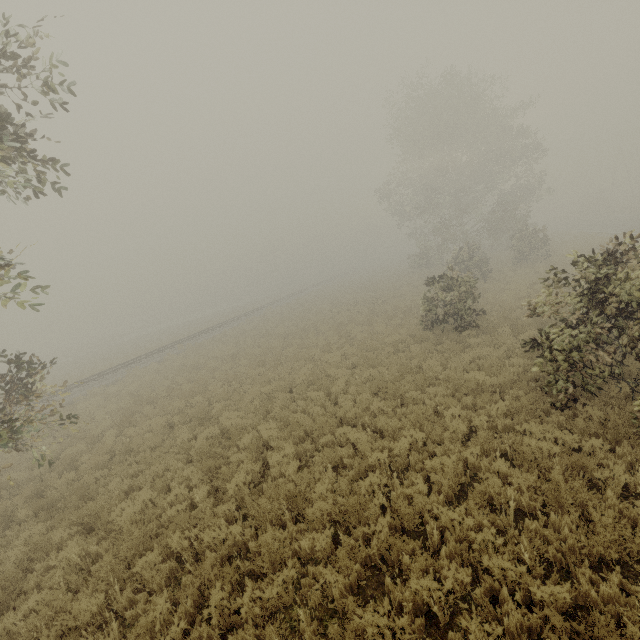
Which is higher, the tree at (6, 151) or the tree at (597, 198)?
the tree at (6, 151)

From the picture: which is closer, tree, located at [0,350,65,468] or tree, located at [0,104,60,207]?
tree, located at [0,104,60,207]

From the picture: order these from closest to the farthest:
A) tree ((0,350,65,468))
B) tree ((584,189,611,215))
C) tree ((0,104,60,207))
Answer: tree ((0,104,60,207)) → tree ((0,350,65,468)) → tree ((584,189,611,215))

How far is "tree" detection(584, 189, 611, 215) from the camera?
56.61m

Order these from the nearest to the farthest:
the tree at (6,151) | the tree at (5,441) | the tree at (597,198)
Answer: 1. the tree at (6,151)
2. the tree at (5,441)
3. the tree at (597,198)

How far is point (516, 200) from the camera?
35.28m

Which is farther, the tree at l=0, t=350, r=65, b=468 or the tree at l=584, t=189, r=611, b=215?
the tree at l=584, t=189, r=611, b=215
